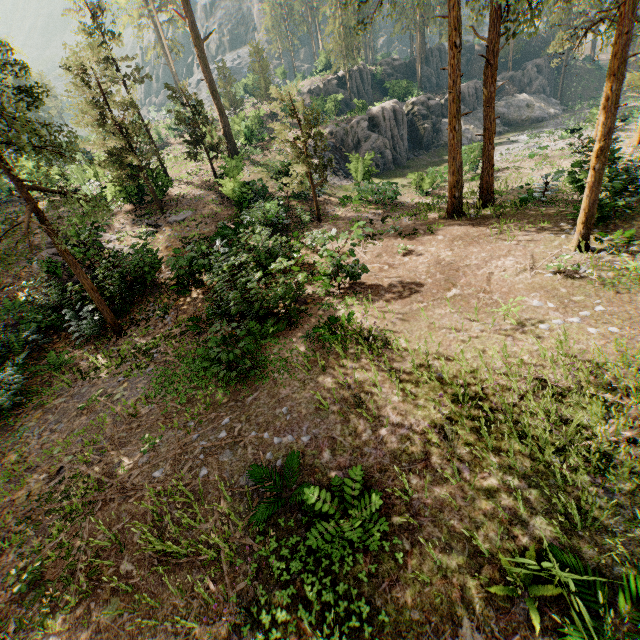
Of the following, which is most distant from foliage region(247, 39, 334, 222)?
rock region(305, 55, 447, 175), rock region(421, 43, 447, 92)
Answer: rock region(305, 55, 447, 175)

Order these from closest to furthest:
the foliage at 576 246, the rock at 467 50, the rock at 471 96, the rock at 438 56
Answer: the foliage at 576 246 → the rock at 471 96 → the rock at 438 56 → the rock at 467 50

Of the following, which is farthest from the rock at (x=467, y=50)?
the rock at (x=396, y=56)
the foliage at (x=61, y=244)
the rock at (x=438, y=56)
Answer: the rock at (x=396, y=56)

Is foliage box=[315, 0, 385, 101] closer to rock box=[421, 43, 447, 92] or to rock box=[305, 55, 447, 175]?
rock box=[421, 43, 447, 92]

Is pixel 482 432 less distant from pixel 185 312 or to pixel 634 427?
pixel 634 427

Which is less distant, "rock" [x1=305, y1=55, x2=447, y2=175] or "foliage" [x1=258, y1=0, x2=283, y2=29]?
"rock" [x1=305, y1=55, x2=447, y2=175]

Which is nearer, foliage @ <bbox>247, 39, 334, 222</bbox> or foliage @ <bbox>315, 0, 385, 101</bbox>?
foliage @ <bbox>315, 0, 385, 101</bbox>
